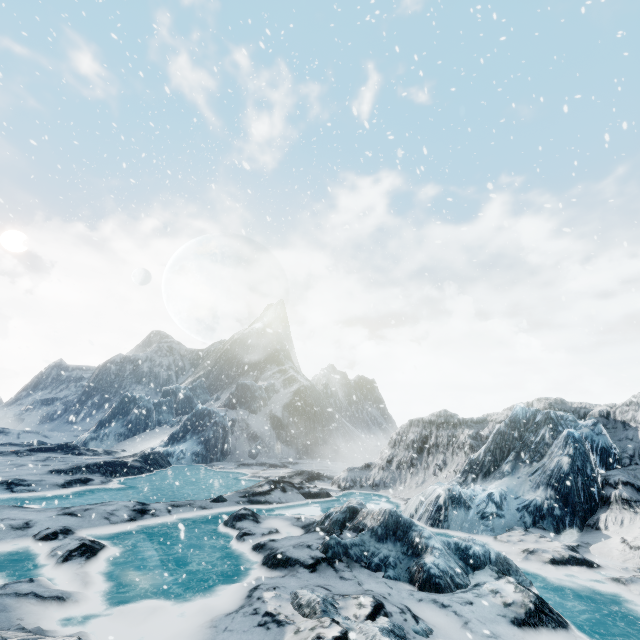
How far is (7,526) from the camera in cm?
895
